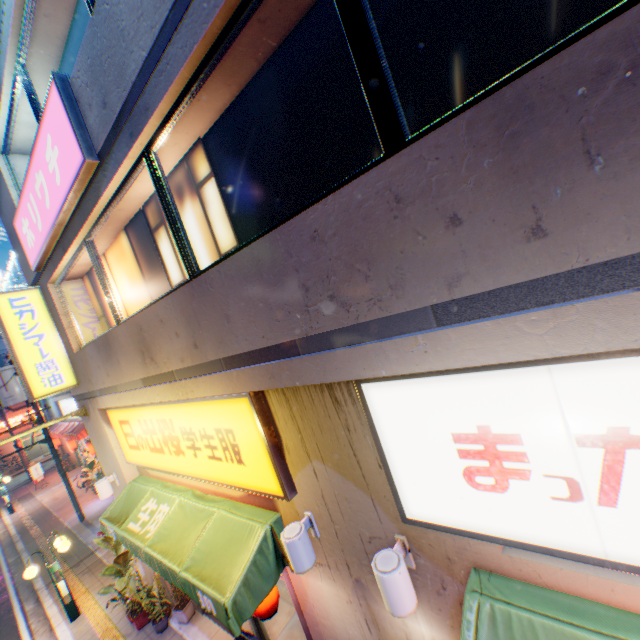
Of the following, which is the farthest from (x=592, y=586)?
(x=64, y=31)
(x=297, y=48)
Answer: Answer: (x=64, y=31)

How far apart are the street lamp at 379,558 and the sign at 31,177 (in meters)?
5.56

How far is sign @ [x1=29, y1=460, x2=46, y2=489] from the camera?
22.1 meters

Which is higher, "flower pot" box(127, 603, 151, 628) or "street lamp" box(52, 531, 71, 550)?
"street lamp" box(52, 531, 71, 550)

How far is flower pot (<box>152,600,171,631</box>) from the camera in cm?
739

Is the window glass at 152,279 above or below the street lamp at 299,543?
above

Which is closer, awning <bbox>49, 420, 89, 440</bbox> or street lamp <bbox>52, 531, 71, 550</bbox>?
street lamp <bbox>52, 531, 71, 550</bbox>

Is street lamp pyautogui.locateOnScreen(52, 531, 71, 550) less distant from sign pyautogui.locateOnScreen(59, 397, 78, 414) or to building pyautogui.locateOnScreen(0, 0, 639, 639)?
building pyautogui.locateOnScreen(0, 0, 639, 639)
